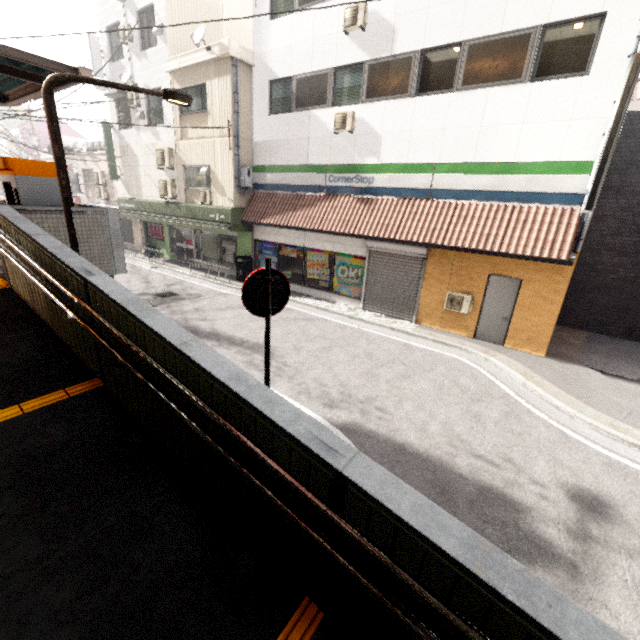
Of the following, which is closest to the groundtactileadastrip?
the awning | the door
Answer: the awning

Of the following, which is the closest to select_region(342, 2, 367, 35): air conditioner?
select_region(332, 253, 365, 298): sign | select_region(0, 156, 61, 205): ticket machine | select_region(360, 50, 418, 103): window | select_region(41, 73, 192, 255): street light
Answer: select_region(360, 50, 418, 103): window

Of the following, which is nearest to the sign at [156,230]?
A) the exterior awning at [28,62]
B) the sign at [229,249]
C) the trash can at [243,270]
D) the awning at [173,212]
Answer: the awning at [173,212]

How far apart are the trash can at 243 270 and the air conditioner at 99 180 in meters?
13.3

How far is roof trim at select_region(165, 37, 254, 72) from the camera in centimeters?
1168cm

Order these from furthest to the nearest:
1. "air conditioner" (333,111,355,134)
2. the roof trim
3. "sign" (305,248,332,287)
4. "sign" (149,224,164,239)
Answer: "sign" (149,224,164,239) < "sign" (305,248,332,287) < the roof trim < "air conditioner" (333,111,355,134)

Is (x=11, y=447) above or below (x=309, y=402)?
above

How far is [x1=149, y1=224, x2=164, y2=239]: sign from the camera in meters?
19.2 m
